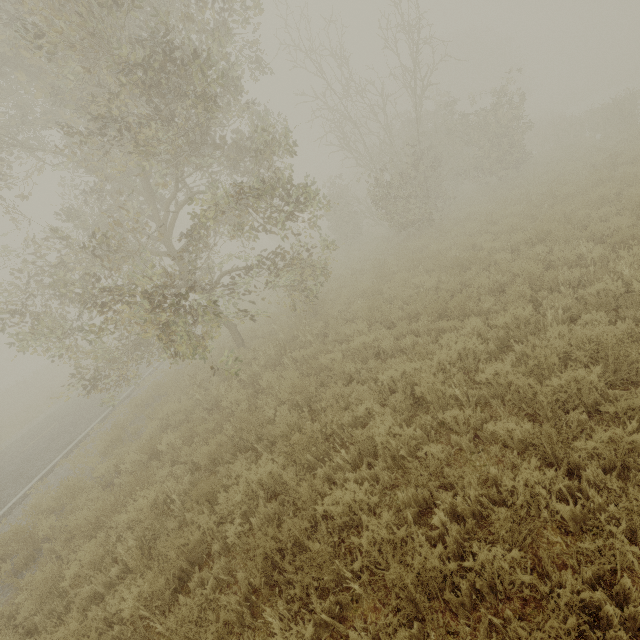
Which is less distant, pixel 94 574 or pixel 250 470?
pixel 94 574

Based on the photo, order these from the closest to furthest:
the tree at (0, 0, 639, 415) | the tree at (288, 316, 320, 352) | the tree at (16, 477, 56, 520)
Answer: the tree at (0, 0, 639, 415) < the tree at (16, 477, 56, 520) < the tree at (288, 316, 320, 352)

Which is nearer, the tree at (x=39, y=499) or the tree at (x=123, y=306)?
the tree at (x=123, y=306)

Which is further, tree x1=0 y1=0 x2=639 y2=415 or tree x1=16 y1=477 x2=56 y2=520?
tree x1=16 y1=477 x2=56 y2=520

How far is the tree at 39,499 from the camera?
7.6m

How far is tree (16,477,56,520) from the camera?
7.6m
